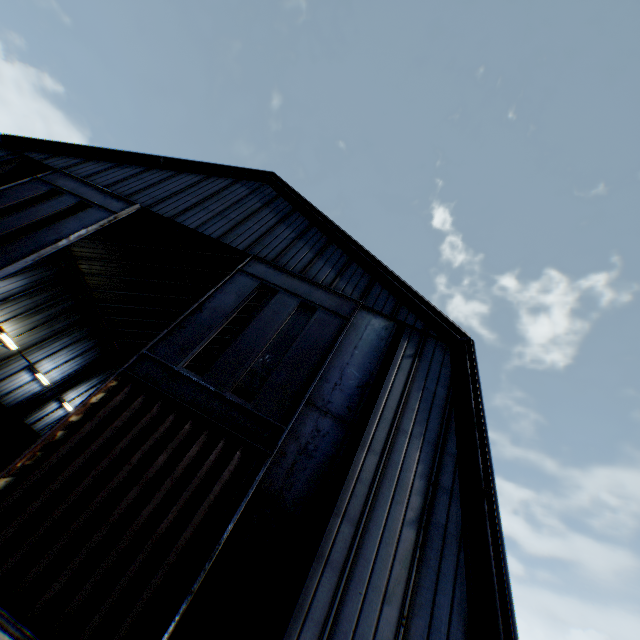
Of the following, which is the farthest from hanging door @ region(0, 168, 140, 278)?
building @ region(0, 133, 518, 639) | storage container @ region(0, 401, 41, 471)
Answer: storage container @ region(0, 401, 41, 471)

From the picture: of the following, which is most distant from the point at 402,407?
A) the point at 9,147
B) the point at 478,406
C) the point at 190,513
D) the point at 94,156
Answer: the point at 9,147

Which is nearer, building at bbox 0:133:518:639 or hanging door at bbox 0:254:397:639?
hanging door at bbox 0:254:397:639

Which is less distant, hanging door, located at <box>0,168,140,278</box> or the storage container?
hanging door, located at <box>0,168,140,278</box>

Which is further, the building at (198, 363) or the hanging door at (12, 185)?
the building at (198, 363)

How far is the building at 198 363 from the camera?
23.9 meters

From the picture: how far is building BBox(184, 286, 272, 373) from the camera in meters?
23.9 m
